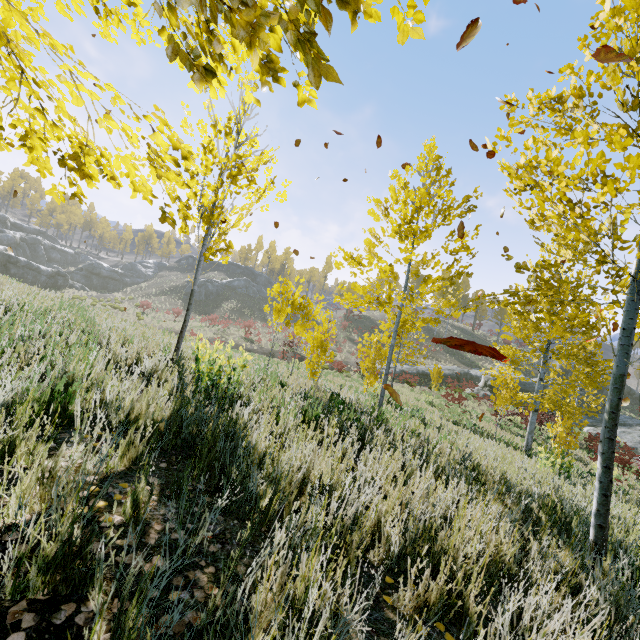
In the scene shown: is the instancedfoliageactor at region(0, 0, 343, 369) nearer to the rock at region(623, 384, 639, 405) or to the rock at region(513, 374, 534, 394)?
the rock at region(513, 374, 534, 394)

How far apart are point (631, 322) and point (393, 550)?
3.17m

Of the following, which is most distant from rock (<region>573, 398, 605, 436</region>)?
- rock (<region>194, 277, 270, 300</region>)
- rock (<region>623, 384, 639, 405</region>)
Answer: rock (<region>194, 277, 270, 300</region>)

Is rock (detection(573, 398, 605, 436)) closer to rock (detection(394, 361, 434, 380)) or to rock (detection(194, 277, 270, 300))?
rock (detection(394, 361, 434, 380))

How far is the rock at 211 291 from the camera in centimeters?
5211cm

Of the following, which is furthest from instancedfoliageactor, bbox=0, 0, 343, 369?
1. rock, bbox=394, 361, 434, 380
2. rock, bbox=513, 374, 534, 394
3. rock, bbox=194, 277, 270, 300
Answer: rock, bbox=194, 277, 270, 300

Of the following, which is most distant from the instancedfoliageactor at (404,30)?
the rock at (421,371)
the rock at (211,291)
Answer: the rock at (211,291)

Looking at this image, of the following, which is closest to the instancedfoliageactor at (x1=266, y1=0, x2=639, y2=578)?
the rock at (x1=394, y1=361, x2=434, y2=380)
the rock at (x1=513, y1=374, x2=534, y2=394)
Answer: the rock at (x1=513, y1=374, x2=534, y2=394)
